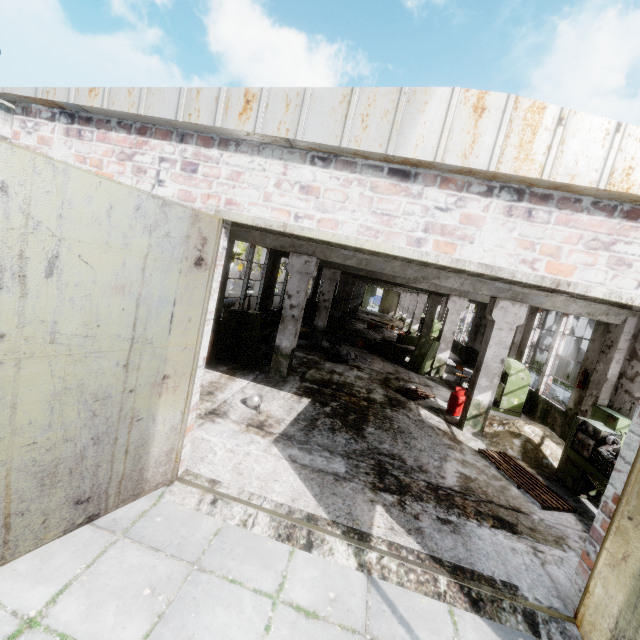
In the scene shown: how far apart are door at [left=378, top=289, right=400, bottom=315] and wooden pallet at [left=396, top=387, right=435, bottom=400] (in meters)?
39.42

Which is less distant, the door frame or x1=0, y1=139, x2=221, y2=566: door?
x1=0, y1=139, x2=221, y2=566: door

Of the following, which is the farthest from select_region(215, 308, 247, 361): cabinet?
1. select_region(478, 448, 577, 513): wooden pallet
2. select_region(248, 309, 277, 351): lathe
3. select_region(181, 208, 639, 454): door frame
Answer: select_region(478, 448, 577, 513): wooden pallet

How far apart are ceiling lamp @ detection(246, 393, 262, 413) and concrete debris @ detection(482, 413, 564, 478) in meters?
6.1

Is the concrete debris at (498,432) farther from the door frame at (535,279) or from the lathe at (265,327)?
the lathe at (265,327)

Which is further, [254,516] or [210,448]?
[210,448]

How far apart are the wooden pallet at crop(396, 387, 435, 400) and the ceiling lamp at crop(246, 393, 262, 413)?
5.5 meters

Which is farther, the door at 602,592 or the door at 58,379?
the door at 602,592
